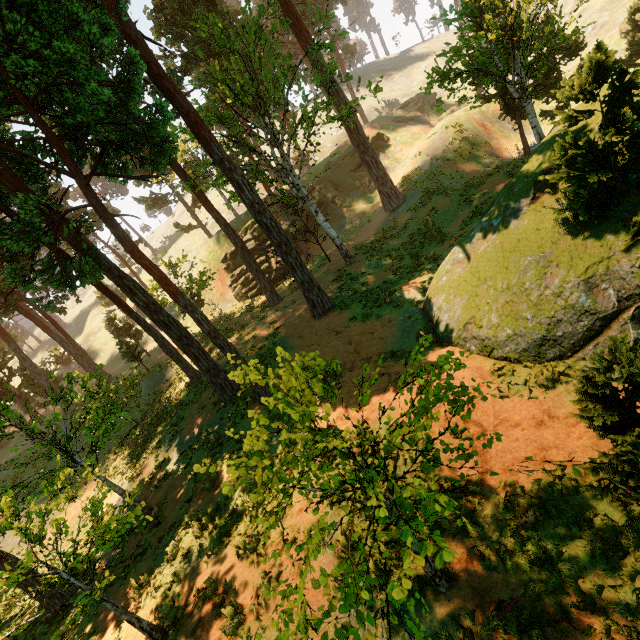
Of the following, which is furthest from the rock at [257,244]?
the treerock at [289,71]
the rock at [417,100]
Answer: the rock at [417,100]

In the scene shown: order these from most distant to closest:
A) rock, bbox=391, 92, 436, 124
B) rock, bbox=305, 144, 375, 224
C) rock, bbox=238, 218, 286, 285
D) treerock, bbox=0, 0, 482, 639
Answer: rock, bbox=391, 92, 436, 124 < rock, bbox=305, 144, 375, 224 < rock, bbox=238, 218, 286, 285 < treerock, bbox=0, 0, 482, 639

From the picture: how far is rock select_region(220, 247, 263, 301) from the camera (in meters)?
35.31

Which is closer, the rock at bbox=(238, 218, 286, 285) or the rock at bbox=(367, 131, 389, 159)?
the rock at bbox=(238, 218, 286, 285)

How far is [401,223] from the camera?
27.2 meters

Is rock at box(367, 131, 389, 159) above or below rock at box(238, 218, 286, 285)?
above

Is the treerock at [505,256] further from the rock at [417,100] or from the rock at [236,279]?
the rock at [417,100]
